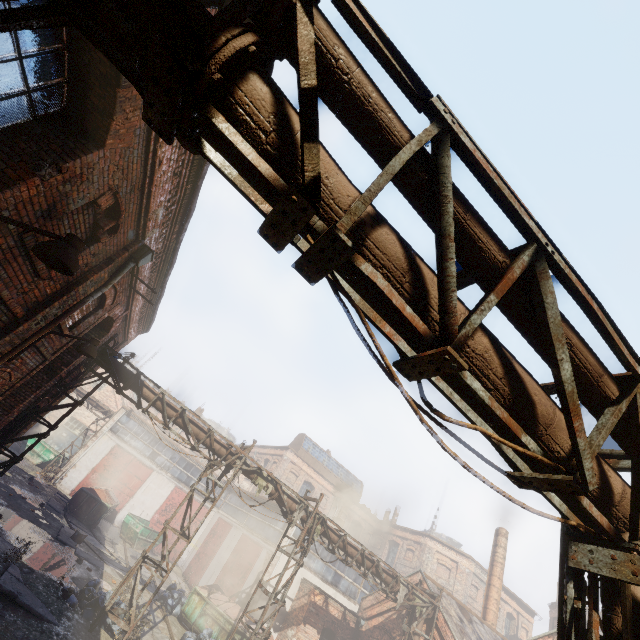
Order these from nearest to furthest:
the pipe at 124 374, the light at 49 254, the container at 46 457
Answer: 1. the light at 49 254
2. the pipe at 124 374
3. the container at 46 457

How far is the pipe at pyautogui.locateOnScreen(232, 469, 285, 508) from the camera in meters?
12.8 m

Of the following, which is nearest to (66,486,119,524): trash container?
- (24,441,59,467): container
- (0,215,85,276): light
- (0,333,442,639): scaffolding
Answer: (24,441,59,467): container

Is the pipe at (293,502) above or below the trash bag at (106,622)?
above

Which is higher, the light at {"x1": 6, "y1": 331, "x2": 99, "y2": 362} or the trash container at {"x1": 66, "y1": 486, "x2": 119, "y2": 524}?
the light at {"x1": 6, "y1": 331, "x2": 99, "y2": 362}

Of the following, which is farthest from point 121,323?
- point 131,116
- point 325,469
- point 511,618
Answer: point 511,618

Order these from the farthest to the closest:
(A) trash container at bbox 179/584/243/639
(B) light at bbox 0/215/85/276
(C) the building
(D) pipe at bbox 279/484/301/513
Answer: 1. (C) the building
2. (A) trash container at bbox 179/584/243/639
3. (D) pipe at bbox 279/484/301/513
4. (B) light at bbox 0/215/85/276
